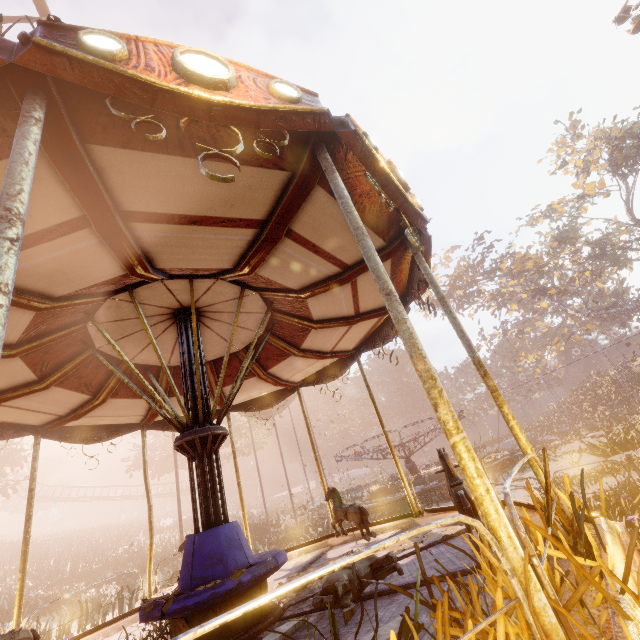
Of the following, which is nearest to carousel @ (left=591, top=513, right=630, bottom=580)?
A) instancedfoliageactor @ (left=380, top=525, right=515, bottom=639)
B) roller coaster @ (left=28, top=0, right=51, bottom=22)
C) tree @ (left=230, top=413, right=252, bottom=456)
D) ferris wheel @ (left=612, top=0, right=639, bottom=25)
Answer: instancedfoliageactor @ (left=380, top=525, right=515, bottom=639)

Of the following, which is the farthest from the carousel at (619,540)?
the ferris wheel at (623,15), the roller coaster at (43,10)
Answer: the ferris wheel at (623,15)

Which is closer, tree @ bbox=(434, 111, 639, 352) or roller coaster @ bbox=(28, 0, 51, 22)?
roller coaster @ bbox=(28, 0, 51, 22)

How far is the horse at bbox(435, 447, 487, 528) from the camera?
3.3 meters

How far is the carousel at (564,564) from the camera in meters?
2.0 m

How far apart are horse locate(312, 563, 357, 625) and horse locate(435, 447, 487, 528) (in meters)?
0.75

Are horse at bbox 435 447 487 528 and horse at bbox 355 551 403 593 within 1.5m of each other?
yes

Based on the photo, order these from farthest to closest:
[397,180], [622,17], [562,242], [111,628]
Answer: [562,242], [622,17], [111,628], [397,180]
